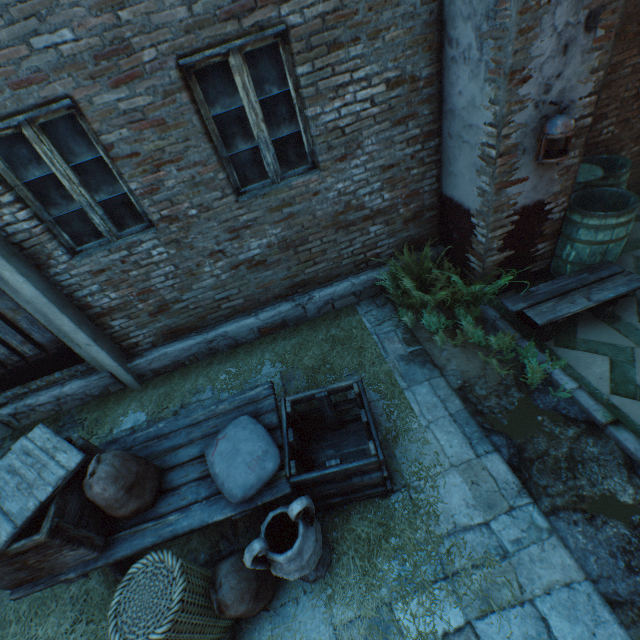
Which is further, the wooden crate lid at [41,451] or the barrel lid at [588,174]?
the barrel lid at [588,174]

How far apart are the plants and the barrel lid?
1.34m

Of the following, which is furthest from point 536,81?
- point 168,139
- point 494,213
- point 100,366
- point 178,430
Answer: point 100,366

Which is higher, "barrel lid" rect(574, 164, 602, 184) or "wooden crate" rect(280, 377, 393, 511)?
"barrel lid" rect(574, 164, 602, 184)

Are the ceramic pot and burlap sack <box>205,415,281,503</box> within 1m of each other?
yes

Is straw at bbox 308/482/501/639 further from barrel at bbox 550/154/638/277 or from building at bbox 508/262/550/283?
barrel at bbox 550/154/638/277

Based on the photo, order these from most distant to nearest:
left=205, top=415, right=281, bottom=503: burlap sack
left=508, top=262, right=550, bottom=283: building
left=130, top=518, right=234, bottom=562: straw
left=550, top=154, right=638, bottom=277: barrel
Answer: left=508, top=262, right=550, bottom=283: building < left=550, top=154, right=638, bottom=277: barrel < left=130, top=518, right=234, bottom=562: straw < left=205, top=415, right=281, bottom=503: burlap sack

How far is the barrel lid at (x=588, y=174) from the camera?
3.9 meters
